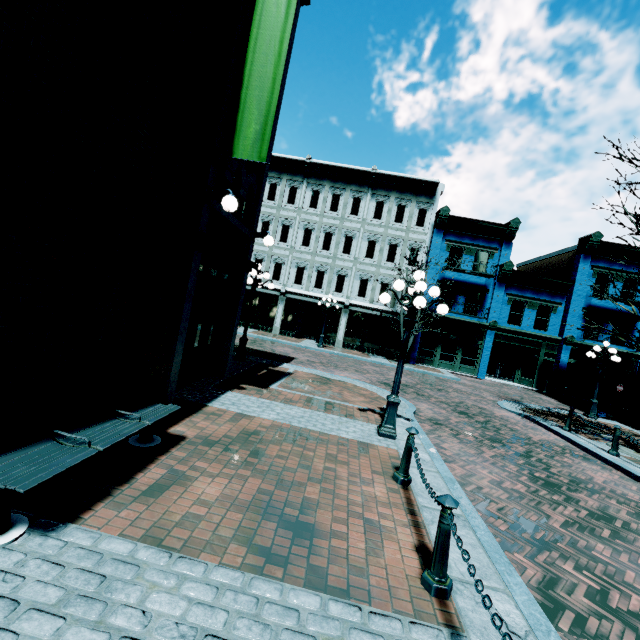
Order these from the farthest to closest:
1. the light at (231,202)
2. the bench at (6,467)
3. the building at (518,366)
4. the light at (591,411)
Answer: the building at (518,366)
the light at (591,411)
the light at (231,202)
the bench at (6,467)

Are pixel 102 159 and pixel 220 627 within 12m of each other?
yes

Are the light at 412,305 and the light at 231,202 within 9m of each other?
yes

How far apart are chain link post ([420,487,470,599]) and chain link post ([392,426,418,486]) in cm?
34

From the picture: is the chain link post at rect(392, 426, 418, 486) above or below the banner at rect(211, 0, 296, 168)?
below

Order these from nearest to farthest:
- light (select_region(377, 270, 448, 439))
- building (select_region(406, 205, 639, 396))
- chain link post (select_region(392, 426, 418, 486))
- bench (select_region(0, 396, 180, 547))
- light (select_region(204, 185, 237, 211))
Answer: bench (select_region(0, 396, 180, 547)) → chain link post (select_region(392, 426, 418, 486)) → light (select_region(204, 185, 237, 211)) → light (select_region(377, 270, 448, 439)) → building (select_region(406, 205, 639, 396))

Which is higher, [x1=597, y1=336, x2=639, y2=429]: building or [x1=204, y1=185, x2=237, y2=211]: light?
[x1=204, y1=185, x2=237, y2=211]: light

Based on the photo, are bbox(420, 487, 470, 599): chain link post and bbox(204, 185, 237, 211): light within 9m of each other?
yes
